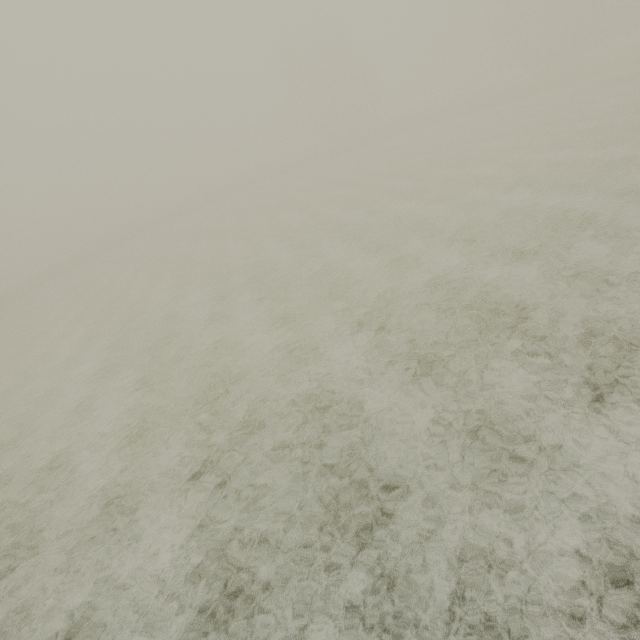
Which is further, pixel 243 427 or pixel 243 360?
pixel 243 360
